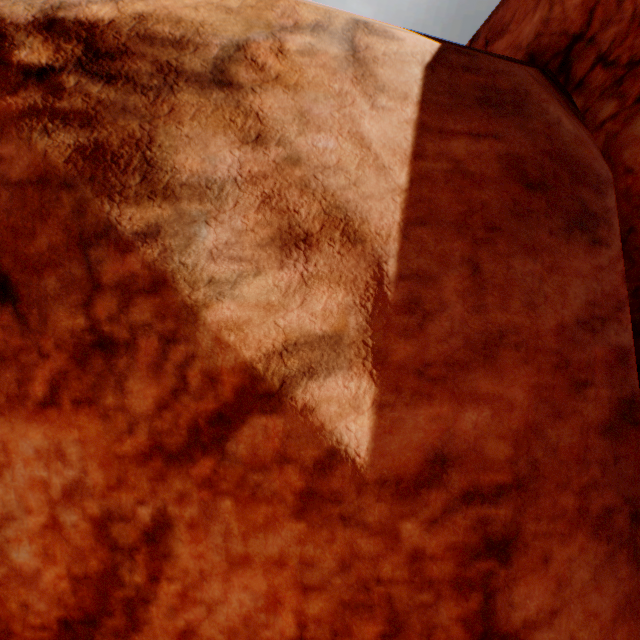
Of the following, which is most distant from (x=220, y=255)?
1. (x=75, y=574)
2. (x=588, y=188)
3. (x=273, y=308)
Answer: (x=588, y=188)
